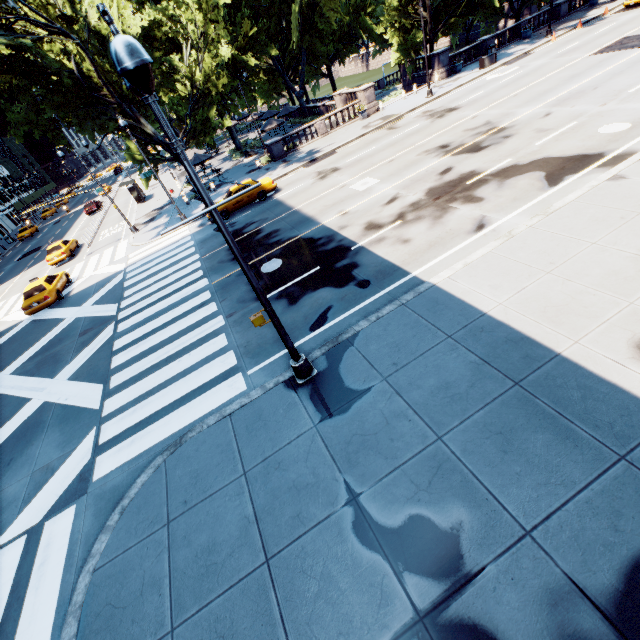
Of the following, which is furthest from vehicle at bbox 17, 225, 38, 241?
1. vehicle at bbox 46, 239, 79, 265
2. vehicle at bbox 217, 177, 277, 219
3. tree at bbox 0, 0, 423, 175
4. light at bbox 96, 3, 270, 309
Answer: light at bbox 96, 3, 270, 309

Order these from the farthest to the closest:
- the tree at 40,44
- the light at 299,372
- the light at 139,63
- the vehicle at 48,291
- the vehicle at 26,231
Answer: the vehicle at 26,231
the tree at 40,44
the vehicle at 48,291
the light at 299,372
the light at 139,63

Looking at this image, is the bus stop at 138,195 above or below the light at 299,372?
above

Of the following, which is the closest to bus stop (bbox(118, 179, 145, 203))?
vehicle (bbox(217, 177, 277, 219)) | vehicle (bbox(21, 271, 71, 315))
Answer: vehicle (bbox(21, 271, 71, 315))

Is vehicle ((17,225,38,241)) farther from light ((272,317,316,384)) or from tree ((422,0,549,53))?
light ((272,317,316,384))

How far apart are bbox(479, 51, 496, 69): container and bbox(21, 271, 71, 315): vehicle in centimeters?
4002cm

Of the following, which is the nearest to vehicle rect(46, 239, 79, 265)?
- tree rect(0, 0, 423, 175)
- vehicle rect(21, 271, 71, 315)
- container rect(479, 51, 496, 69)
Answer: vehicle rect(21, 271, 71, 315)

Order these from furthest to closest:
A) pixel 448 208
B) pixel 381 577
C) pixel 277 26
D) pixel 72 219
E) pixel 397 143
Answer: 1. pixel 72 219
2. pixel 277 26
3. pixel 397 143
4. pixel 448 208
5. pixel 381 577
